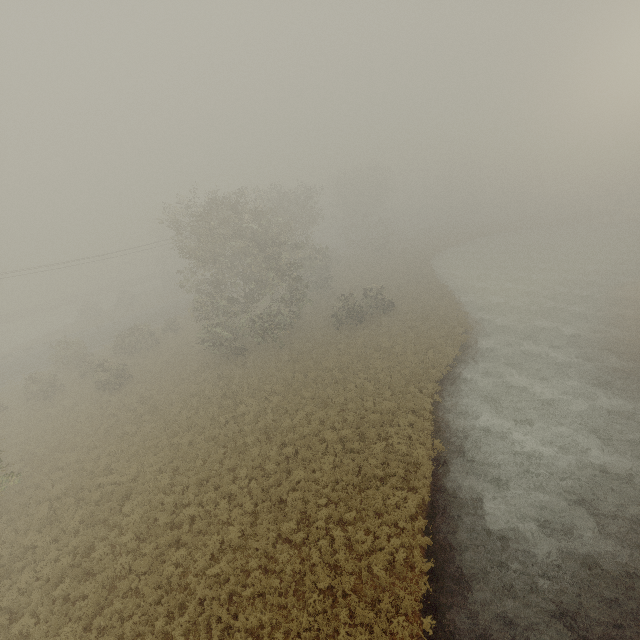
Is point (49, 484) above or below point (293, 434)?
above
